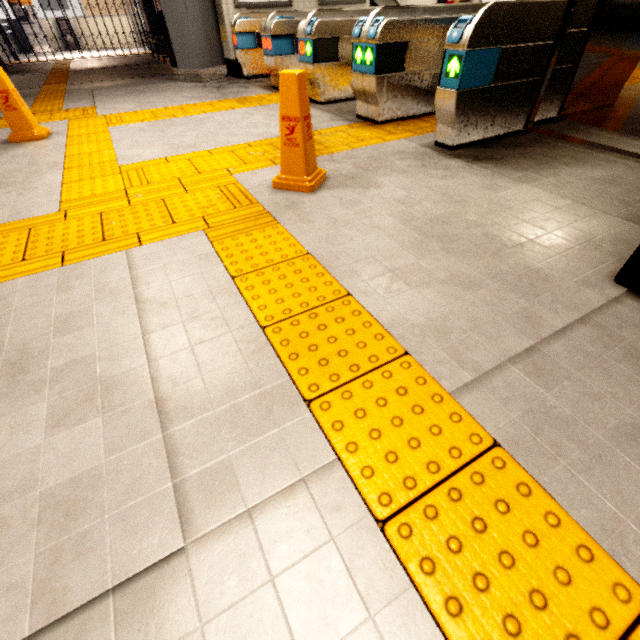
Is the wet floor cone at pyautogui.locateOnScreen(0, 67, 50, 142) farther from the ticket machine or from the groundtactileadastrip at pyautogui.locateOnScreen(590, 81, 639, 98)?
the ticket machine

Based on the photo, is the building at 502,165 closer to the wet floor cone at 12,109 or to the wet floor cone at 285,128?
the wet floor cone at 285,128

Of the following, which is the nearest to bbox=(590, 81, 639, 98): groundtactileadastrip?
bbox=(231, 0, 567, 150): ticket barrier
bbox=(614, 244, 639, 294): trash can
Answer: bbox=(231, 0, 567, 150): ticket barrier

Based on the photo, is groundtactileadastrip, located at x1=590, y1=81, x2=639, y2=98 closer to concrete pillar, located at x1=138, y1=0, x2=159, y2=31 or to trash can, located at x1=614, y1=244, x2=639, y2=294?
concrete pillar, located at x1=138, y1=0, x2=159, y2=31

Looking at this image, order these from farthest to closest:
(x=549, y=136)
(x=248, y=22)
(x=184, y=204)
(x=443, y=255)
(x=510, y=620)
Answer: (x=248, y=22) < (x=549, y=136) < (x=184, y=204) < (x=443, y=255) < (x=510, y=620)

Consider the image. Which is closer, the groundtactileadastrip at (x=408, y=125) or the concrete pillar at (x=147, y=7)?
the groundtactileadastrip at (x=408, y=125)

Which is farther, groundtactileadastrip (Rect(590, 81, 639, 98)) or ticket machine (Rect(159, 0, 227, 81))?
ticket machine (Rect(159, 0, 227, 81))

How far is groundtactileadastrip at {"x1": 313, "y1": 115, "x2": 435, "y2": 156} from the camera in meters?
3.5
